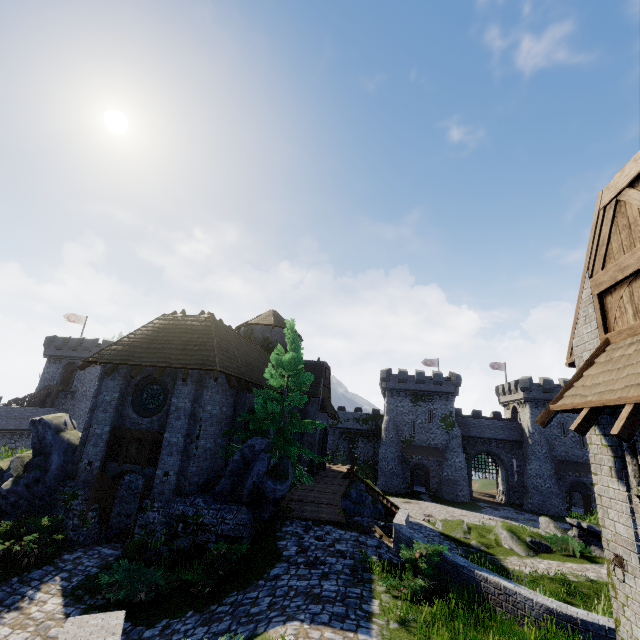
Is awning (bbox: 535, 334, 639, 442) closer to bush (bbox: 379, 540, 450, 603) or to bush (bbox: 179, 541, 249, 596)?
bush (bbox: 379, 540, 450, 603)

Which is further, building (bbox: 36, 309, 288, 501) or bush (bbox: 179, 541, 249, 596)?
building (bbox: 36, 309, 288, 501)

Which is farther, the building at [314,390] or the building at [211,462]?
the building at [314,390]

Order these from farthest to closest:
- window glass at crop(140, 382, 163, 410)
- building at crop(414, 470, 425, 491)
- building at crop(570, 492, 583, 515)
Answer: building at crop(414, 470, 425, 491)
building at crop(570, 492, 583, 515)
window glass at crop(140, 382, 163, 410)

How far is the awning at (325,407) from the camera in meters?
25.2 m

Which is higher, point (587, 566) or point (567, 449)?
point (567, 449)

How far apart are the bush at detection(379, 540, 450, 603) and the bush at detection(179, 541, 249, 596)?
4.07m

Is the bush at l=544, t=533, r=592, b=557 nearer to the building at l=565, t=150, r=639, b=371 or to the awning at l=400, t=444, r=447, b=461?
the building at l=565, t=150, r=639, b=371
